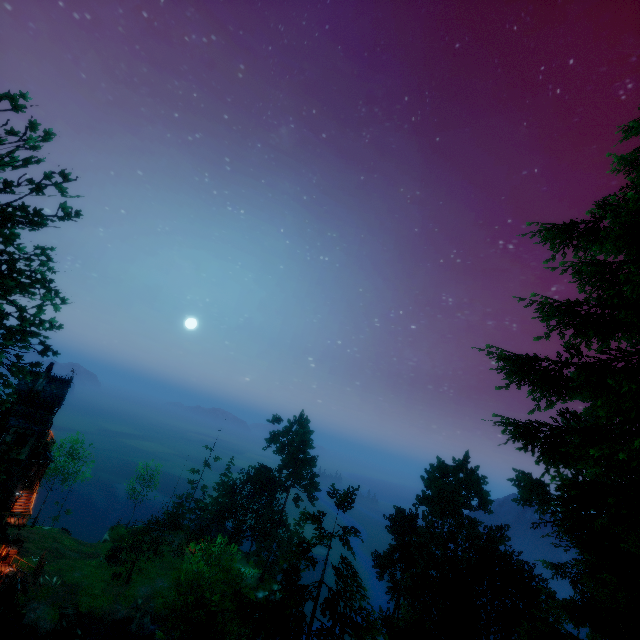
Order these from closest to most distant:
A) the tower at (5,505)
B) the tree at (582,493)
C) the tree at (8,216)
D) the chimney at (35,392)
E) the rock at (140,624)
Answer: the tree at (582,493), the tree at (8,216), the tower at (5,505), the chimney at (35,392), the rock at (140,624)

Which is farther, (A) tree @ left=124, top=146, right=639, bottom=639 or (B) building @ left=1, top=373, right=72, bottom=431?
(B) building @ left=1, top=373, right=72, bottom=431

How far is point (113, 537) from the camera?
49.62m

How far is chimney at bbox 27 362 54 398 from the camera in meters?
31.4 m

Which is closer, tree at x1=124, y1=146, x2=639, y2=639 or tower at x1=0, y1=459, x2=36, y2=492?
tree at x1=124, y1=146, x2=639, y2=639

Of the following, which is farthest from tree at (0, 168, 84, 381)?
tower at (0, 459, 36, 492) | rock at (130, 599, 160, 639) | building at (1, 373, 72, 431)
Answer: tower at (0, 459, 36, 492)

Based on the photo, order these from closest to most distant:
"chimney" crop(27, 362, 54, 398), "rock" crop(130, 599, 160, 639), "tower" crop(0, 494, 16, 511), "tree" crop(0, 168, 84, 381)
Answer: "tree" crop(0, 168, 84, 381) < "tower" crop(0, 494, 16, 511) < "chimney" crop(27, 362, 54, 398) < "rock" crop(130, 599, 160, 639)

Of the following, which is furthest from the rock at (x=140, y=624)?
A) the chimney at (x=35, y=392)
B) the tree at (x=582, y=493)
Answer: the chimney at (x=35, y=392)
